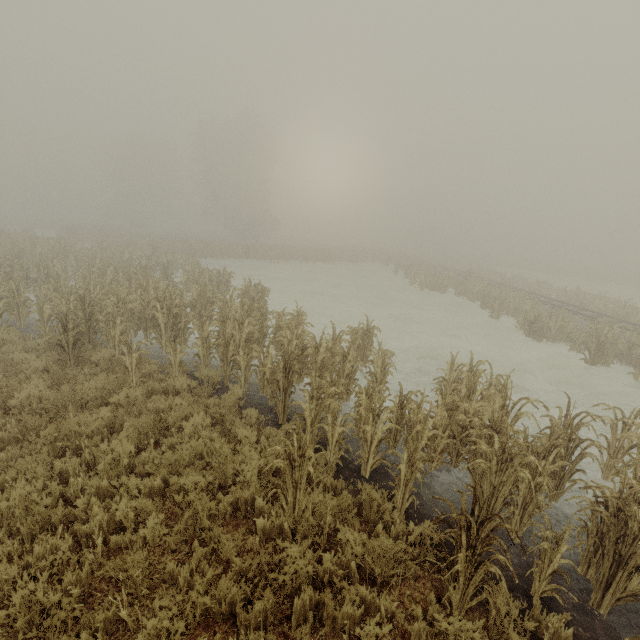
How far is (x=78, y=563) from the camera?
4.09m
